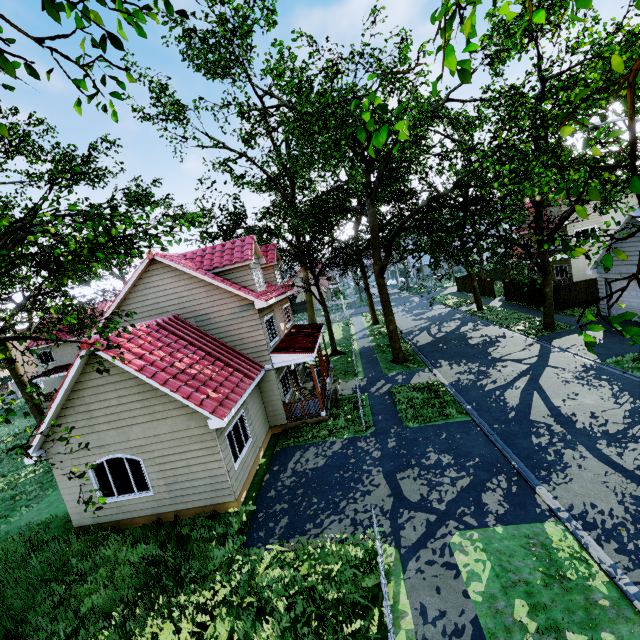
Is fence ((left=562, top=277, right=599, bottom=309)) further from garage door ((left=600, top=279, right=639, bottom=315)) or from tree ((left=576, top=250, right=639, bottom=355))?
garage door ((left=600, top=279, right=639, bottom=315))

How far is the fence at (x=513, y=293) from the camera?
30.4m

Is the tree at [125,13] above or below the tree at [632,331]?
above

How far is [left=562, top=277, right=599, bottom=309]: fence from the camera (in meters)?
23.98

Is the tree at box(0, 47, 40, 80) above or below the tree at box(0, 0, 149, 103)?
below

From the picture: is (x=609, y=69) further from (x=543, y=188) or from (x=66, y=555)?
(x=66, y=555)
